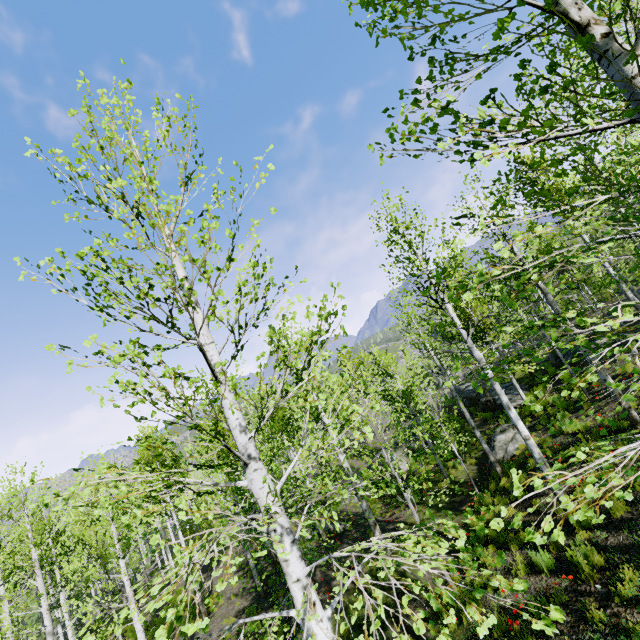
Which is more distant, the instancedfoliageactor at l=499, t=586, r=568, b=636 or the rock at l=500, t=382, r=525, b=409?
the rock at l=500, t=382, r=525, b=409

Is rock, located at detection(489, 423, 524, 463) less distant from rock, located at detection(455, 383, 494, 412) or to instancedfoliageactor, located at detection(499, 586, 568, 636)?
rock, located at detection(455, 383, 494, 412)

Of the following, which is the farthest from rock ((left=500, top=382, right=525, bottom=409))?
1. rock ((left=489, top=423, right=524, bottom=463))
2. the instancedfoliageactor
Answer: the instancedfoliageactor

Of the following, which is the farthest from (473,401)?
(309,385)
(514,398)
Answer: (309,385)

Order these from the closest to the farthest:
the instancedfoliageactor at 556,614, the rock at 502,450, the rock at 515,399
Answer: the instancedfoliageactor at 556,614, the rock at 502,450, the rock at 515,399

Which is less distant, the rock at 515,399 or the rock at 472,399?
the rock at 515,399

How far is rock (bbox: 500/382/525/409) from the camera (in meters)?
19.40
